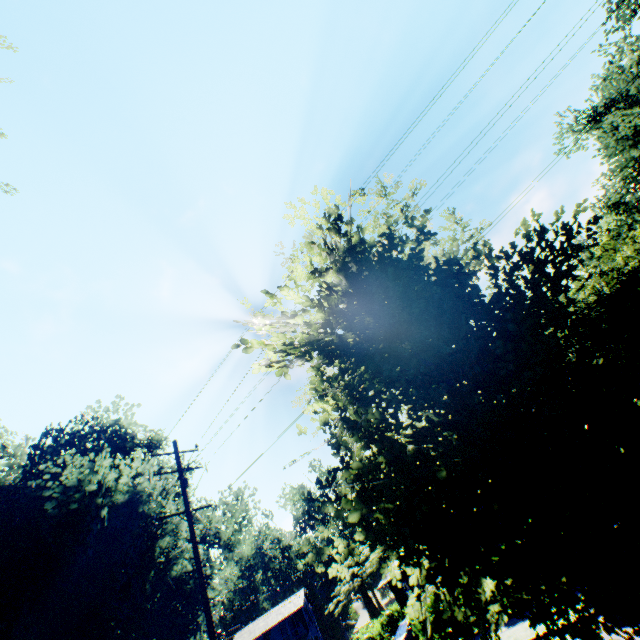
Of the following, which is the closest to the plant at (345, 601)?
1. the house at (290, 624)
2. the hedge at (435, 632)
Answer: the hedge at (435, 632)

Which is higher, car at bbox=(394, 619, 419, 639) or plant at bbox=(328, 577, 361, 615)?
plant at bbox=(328, 577, 361, 615)

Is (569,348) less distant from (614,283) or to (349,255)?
(349,255)

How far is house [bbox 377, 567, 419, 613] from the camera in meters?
35.2 m

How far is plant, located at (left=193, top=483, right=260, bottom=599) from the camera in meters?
26.3 m

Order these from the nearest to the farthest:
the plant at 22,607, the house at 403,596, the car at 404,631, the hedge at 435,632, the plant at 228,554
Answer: the plant at 22,607 < the hedge at 435,632 < the car at 404,631 < the plant at 228,554 < the house at 403,596

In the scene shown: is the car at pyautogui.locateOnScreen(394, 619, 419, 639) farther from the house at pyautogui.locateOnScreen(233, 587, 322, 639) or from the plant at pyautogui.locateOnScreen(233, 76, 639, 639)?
the house at pyautogui.locateOnScreen(233, 587, 322, 639)
